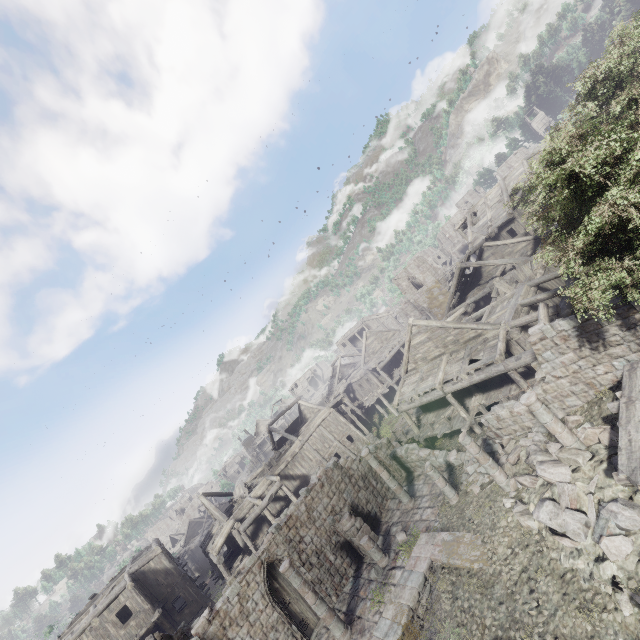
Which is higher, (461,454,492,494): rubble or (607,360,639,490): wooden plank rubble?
(607,360,639,490): wooden plank rubble

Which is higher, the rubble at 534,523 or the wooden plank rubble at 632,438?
the wooden plank rubble at 632,438

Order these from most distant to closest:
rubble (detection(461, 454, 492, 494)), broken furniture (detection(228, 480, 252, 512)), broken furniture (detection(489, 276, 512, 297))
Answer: broken furniture (detection(228, 480, 252, 512))
broken furniture (detection(489, 276, 512, 297))
rubble (detection(461, 454, 492, 494))

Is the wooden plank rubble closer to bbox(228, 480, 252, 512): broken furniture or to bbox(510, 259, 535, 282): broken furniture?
bbox(510, 259, 535, 282): broken furniture

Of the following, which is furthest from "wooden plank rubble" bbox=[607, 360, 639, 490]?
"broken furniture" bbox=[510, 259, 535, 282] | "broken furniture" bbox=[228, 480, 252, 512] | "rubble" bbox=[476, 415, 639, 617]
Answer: "broken furniture" bbox=[228, 480, 252, 512]

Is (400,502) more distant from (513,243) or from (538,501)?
(513,243)

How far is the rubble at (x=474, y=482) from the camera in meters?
14.9

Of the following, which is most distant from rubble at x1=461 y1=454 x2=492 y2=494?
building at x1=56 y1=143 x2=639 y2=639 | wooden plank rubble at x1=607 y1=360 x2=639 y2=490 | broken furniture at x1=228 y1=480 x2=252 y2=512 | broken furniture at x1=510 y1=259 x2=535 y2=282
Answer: broken furniture at x1=228 y1=480 x2=252 y2=512
